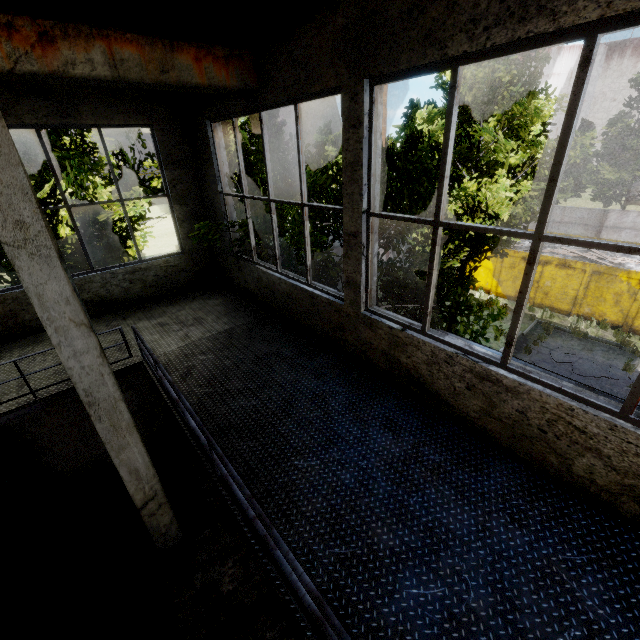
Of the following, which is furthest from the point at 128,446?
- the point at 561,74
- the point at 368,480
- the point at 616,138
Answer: the point at 561,74

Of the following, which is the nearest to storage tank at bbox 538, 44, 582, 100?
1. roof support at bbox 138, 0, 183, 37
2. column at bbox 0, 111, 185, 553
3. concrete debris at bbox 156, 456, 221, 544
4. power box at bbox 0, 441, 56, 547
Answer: roof support at bbox 138, 0, 183, 37

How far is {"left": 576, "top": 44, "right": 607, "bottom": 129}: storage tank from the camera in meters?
39.8 m

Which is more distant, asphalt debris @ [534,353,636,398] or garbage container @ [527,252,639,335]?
garbage container @ [527,252,639,335]

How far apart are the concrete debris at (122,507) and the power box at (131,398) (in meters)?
1.43

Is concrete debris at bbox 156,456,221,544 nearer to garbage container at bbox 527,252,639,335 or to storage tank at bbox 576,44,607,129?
garbage container at bbox 527,252,639,335

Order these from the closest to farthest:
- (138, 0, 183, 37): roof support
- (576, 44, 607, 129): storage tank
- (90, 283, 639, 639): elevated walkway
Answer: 1. (90, 283, 639, 639): elevated walkway
2. (138, 0, 183, 37): roof support
3. (576, 44, 607, 129): storage tank
